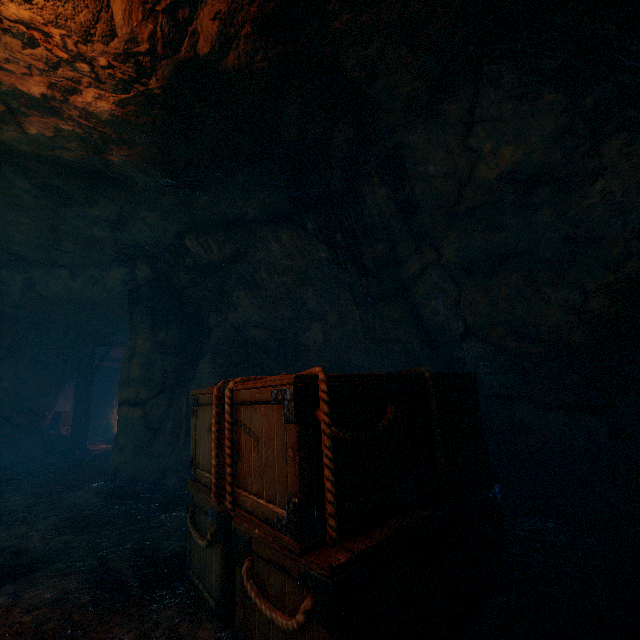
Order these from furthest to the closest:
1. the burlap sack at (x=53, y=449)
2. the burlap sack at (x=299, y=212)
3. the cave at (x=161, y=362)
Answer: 1. the burlap sack at (x=53, y=449)
2. the cave at (x=161, y=362)
3. the burlap sack at (x=299, y=212)

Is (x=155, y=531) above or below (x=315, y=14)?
below

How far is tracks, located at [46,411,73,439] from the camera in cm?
1414

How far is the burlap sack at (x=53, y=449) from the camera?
11.8 meters

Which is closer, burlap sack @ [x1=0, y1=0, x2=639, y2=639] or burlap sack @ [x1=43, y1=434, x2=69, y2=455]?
burlap sack @ [x1=0, y1=0, x2=639, y2=639]

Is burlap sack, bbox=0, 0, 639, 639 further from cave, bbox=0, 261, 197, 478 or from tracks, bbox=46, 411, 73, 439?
tracks, bbox=46, 411, 73, 439

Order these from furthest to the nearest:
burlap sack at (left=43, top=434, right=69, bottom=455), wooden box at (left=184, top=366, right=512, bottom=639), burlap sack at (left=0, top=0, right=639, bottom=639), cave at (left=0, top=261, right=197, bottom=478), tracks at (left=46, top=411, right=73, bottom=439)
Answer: tracks at (left=46, top=411, right=73, bottom=439), burlap sack at (left=43, top=434, right=69, bottom=455), cave at (left=0, top=261, right=197, bottom=478), burlap sack at (left=0, top=0, right=639, bottom=639), wooden box at (left=184, top=366, right=512, bottom=639)

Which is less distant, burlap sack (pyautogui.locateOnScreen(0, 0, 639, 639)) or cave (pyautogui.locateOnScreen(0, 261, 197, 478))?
burlap sack (pyautogui.locateOnScreen(0, 0, 639, 639))
